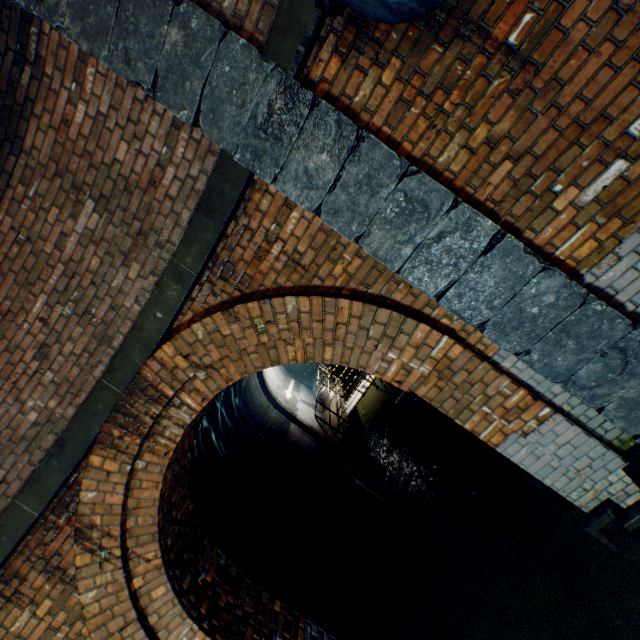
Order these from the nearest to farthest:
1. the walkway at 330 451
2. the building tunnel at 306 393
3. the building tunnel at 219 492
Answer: the building tunnel at 219 492 < the walkway at 330 451 < the building tunnel at 306 393

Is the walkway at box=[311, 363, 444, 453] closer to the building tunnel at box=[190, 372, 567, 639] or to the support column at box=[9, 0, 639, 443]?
the building tunnel at box=[190, 372, 567, 639]

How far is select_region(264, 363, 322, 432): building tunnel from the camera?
12.2 meters

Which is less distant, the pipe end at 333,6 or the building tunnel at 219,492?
the pipe end at 333,6

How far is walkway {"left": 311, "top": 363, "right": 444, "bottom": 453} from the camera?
7.12m

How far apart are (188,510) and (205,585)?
0.8 meters

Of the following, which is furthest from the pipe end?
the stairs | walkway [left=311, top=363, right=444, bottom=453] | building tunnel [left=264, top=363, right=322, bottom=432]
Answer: the stairs

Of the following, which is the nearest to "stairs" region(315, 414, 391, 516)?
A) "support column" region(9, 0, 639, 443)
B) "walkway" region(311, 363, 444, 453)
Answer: "walkway" region(311, 363, 444, 453)
